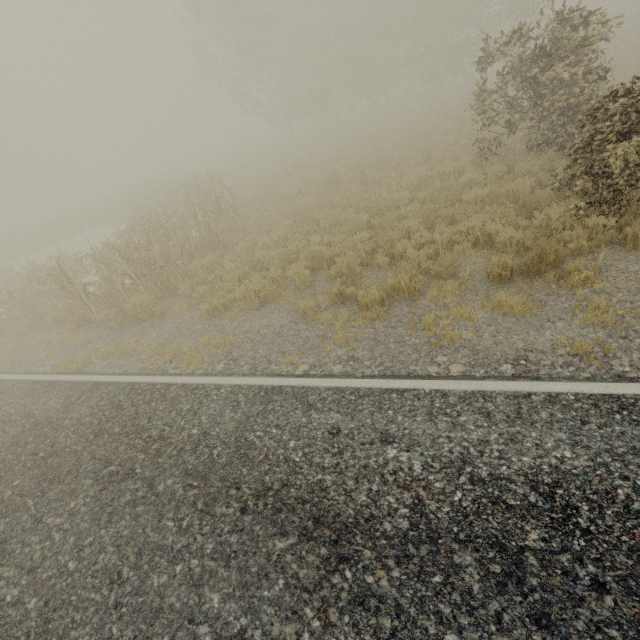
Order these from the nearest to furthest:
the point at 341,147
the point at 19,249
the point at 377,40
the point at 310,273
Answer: the point at 310,273, the point at 341,147, the point at 19,249, the point at 377,40

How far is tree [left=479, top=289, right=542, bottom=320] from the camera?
4.8m

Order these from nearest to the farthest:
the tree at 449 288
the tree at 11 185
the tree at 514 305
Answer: the tree at 514 305 → the tree at 449 288 → the tree at 11 185

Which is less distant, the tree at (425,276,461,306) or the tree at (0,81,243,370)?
the tree at (425,276,461,306)

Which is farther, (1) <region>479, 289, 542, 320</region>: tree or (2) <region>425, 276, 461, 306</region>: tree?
(2) <region>425, 276, 461, 306</region>: tree

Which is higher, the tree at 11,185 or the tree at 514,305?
the tree at 11,185

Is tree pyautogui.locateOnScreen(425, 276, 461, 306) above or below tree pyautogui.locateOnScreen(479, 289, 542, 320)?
above
